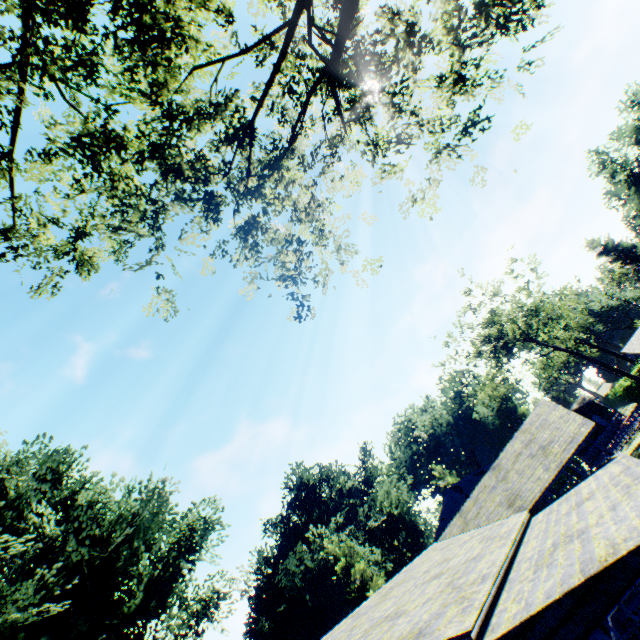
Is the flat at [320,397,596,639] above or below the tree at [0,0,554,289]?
below

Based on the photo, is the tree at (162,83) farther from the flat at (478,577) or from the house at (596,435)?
the house at (596,435)

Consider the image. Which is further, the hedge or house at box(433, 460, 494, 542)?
the hedge

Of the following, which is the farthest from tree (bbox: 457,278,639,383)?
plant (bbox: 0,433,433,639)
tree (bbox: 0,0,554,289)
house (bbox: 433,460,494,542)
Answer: tree (bbox: 0,0,554,289)

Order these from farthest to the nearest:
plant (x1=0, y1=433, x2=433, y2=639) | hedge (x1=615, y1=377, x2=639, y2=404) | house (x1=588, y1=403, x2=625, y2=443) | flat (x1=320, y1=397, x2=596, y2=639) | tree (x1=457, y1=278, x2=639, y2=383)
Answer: house (x1=588, y1=403, x2=625, y2=443)
hedge (x1=615, y1=377, x2=639, y2=404)
tree (x1=457, y1=278, x2=639, y2=383)
plant (x1=0, y1=433, x2=433, y2=639)
flat (x1=320, y1=397, x2=596, y2=639)

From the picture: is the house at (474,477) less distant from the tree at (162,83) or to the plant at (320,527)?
the plant at (320,527)

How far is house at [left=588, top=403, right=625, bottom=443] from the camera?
54.1m

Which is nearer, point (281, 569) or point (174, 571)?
point (174, 571)
